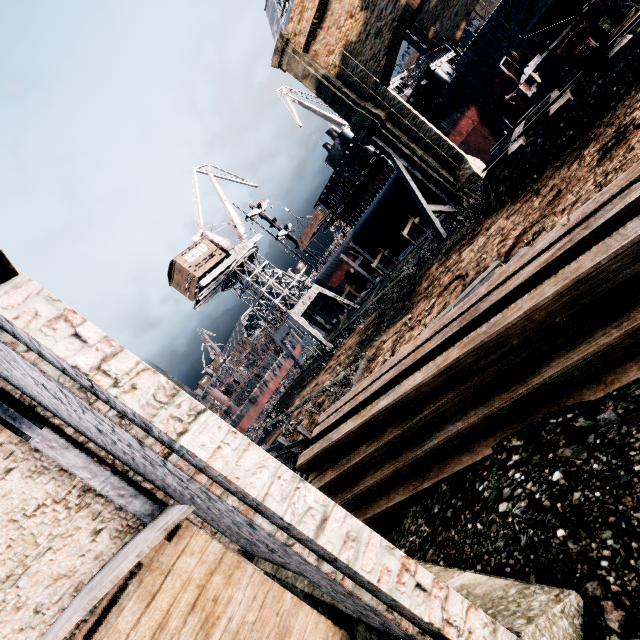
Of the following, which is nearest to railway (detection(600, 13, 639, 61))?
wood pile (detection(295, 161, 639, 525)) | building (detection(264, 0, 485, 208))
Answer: building (detection(264, 0, 485, 208))

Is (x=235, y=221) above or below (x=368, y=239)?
above

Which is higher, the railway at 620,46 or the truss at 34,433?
the truss at 34,433

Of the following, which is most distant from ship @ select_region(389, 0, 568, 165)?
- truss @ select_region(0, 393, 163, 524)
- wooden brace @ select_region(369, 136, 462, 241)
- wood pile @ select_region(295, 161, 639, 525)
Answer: truss @ select_region(0, 393, 163, 524)

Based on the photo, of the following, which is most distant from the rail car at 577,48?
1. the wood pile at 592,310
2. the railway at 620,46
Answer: the wood pile at 592,310

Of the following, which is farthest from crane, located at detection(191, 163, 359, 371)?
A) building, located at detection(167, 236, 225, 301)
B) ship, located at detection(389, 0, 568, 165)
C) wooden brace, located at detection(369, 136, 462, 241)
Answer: wooden brace, located at detection(369, 136, 462, 241)

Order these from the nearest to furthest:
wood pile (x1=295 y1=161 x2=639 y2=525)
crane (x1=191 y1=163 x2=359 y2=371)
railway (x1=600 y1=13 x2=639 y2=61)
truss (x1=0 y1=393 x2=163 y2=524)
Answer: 1. wood pile (x1=295 y1=161 x2=639 y2=525)
2. truss (x1=0 y1=393 x2=163 y2=524)
3. railway (x1=600 y1=13 x2=639 y2=61)
4. crane (x1=191 y1=163 x2=359 y2=371)

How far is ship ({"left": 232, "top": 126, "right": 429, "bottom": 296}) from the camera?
37.28m
